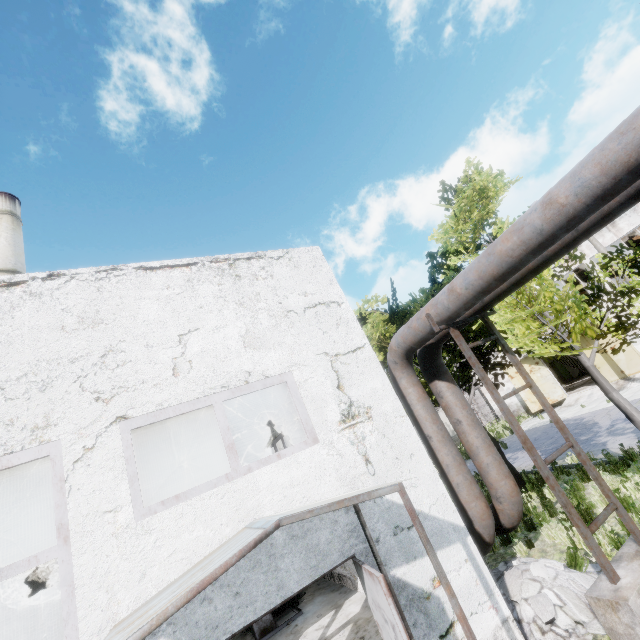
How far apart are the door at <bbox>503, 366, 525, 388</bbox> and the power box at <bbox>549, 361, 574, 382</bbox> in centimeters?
1236cm

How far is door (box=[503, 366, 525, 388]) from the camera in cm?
2520

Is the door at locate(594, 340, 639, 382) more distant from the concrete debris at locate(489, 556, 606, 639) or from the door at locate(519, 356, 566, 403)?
the concrete debris at locate(489, 556, 606, 639)

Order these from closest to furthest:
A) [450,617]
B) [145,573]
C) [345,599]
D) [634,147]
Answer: [634,147] → [145,573] → [450,617] → [345,599]

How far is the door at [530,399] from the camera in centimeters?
2445cm
